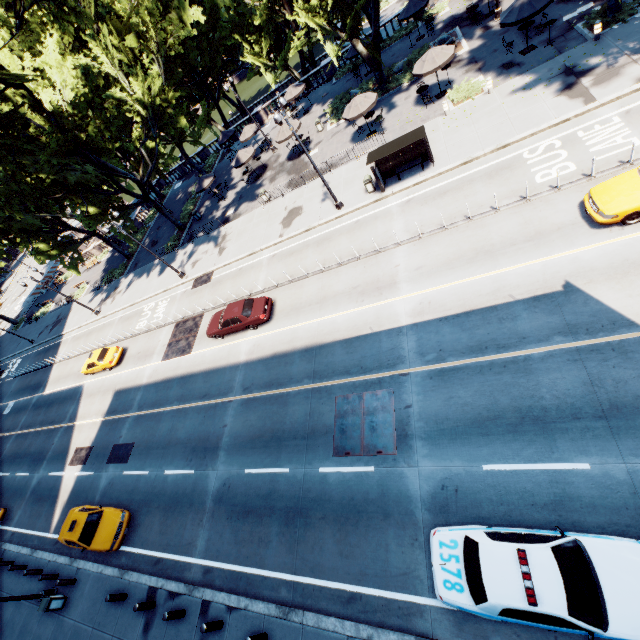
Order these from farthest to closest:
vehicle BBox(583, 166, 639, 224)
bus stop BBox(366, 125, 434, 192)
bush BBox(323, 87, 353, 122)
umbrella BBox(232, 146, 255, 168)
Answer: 1. umbrella BBox(232, 146, 255, 168)
2. bush BBox(323, 87, 353, 122)
3. bus stop BBox(366, 125, 434, 192)
4. vehicle BBox(583, 166, 639, 224)

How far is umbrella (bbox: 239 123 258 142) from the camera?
33.7 meters

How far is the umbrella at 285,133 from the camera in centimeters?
2792cm

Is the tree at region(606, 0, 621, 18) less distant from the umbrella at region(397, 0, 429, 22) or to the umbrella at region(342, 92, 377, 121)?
the umbrella at region(342, 92, 377, 121)

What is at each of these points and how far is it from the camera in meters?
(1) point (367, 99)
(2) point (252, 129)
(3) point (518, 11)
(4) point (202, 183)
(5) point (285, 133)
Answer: (1) umbrella, 22.8
(2) umbrella, 33.8
(3) umbrella, 18.5
(4) umbrella, 32.9
(5) umbrella, 28.0

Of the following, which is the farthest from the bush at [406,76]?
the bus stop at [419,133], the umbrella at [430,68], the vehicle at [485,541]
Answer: the vehicle at [485,541]

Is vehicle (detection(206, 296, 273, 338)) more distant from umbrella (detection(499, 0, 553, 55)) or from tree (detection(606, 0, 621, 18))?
umbrella (detection(499, 0, 553, 55))

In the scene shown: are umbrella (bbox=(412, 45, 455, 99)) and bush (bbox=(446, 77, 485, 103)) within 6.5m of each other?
yes
